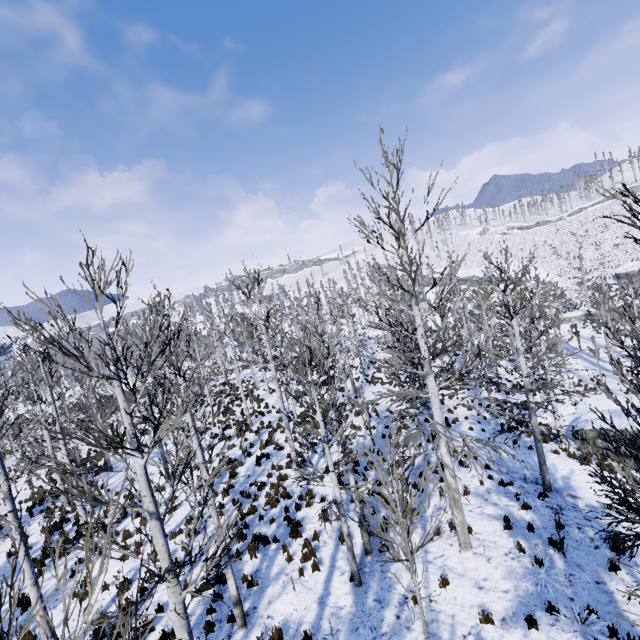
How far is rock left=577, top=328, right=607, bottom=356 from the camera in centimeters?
3653cm

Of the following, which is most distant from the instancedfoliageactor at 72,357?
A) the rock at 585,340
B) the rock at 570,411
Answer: the rock at 585,340

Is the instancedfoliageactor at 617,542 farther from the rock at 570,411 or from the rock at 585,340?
the rock at 585,340

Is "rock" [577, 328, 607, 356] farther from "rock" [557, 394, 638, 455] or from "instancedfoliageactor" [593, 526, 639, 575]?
"rock" [557, 394, 638, 455]

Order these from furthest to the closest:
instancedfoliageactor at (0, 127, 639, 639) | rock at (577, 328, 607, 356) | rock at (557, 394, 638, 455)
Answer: rock at (577, 328, 607, 356) < rock at (557, 394, 638, 455) < instancedfoliageactor at (0, 127, 639, 639)

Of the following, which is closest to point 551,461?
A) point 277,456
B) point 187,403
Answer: point 277,456

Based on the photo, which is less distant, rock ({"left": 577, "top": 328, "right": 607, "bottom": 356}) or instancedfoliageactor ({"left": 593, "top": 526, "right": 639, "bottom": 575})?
instancedfoliageactor ({"left": 593, "top": 526, "right": 639, "bottom": 575})
